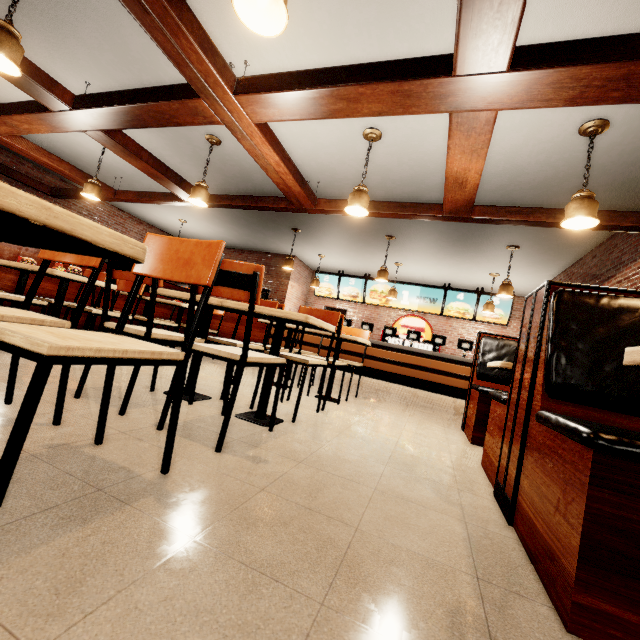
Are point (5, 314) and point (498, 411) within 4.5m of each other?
yes
